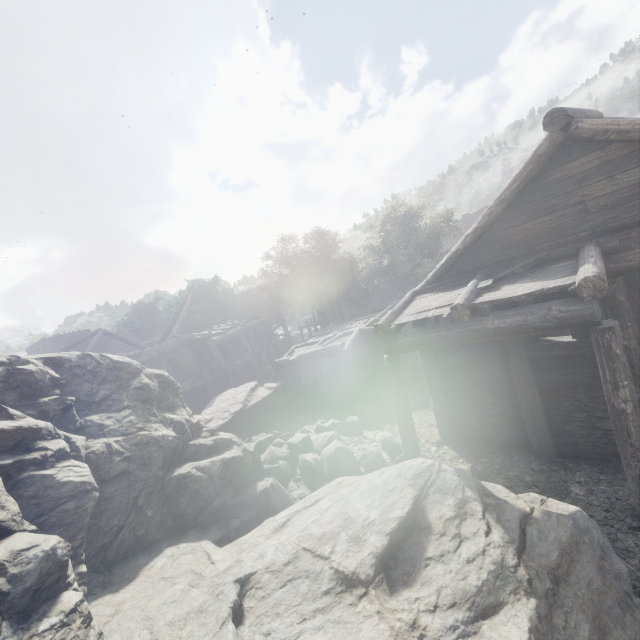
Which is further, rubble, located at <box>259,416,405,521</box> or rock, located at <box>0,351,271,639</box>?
rubble, located at <box>259,416,405,521</box>

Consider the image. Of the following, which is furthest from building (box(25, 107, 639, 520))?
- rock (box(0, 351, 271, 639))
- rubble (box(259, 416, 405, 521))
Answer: rubble (box(259, 416, 405, 521))

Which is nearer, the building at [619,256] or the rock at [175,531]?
the rock at [175,531]

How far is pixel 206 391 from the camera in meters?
22.2

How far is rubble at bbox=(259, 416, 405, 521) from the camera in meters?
8.7

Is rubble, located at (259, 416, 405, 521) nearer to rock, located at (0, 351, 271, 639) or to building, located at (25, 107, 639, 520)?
rock, located at (0, 351, 271, 639)

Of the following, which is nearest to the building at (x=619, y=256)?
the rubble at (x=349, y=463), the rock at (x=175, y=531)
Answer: the rock at (x=175, y=531)

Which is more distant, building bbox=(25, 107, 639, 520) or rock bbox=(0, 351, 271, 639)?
building bbox=(25, 107, 639, 520)
